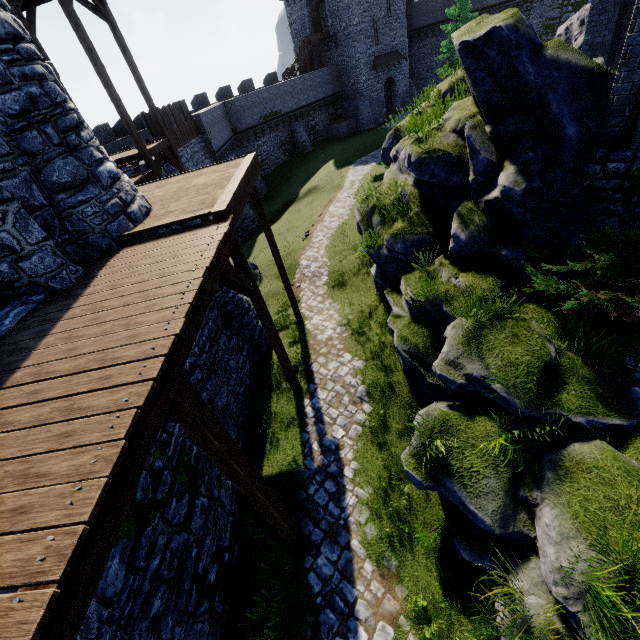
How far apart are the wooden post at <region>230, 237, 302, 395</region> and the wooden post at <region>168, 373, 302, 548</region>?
3.5 meters

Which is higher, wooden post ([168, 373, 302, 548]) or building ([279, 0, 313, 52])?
building ([279, 0, 313, 52])

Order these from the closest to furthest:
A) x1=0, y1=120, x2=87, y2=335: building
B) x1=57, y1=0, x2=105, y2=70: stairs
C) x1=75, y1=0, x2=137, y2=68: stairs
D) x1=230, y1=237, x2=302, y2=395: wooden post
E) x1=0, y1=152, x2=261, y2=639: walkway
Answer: x1=0, y1=152, x2=261, y2=639: walkway, x1=0, y1=120, x2=87, y2=335: building, x1=230, y1=237, x2=302, y2=395: wooden post, x1=57, y1=0, x2=105, y2=70: stairs, x1=75, y1=0, x2=137, y2=68: stairs

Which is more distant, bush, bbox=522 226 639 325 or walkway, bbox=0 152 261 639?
bush, bbox=522 226 639 325

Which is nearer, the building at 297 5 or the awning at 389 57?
the building at 297 5

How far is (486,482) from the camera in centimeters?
536cm

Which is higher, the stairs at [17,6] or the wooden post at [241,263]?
the stairs at [17,6]

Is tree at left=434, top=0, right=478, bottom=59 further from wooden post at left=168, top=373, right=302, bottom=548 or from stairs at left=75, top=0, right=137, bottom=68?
wooden post at left=168, top=373, right=302, bottom=548
